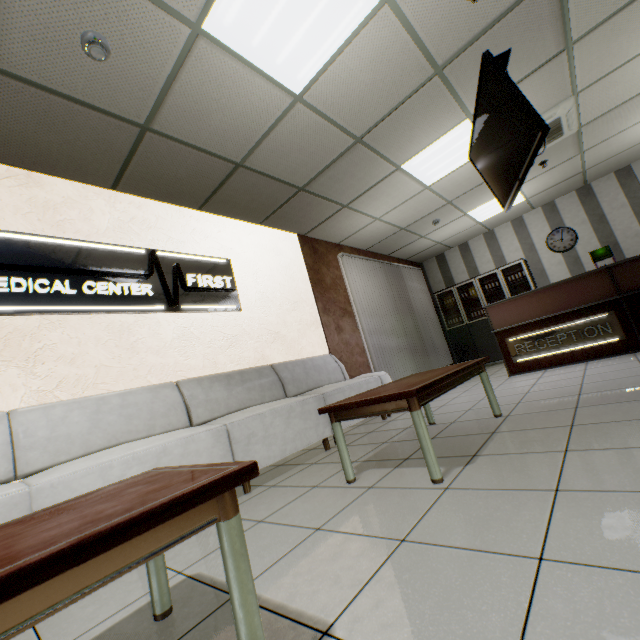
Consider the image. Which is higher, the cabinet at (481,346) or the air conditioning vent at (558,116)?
the air conditioning vent at (558,116)

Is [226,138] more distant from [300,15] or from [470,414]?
[470,414]

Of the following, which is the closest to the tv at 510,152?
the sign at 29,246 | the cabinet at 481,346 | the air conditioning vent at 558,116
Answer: the air conditioning vent at 558,116

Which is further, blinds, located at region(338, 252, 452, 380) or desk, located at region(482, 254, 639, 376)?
blinds, located at region(338, 252, 452, 380)

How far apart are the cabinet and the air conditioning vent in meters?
2.7

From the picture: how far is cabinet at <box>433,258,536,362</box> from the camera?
7.66m

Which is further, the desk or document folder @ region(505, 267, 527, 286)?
document folder @ region(505, 267, 527, 286)

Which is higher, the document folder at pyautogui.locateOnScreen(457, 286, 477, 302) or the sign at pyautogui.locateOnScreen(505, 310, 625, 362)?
the document folder at pyautogui.locateOnScreen(457, 286, 477, 302)
